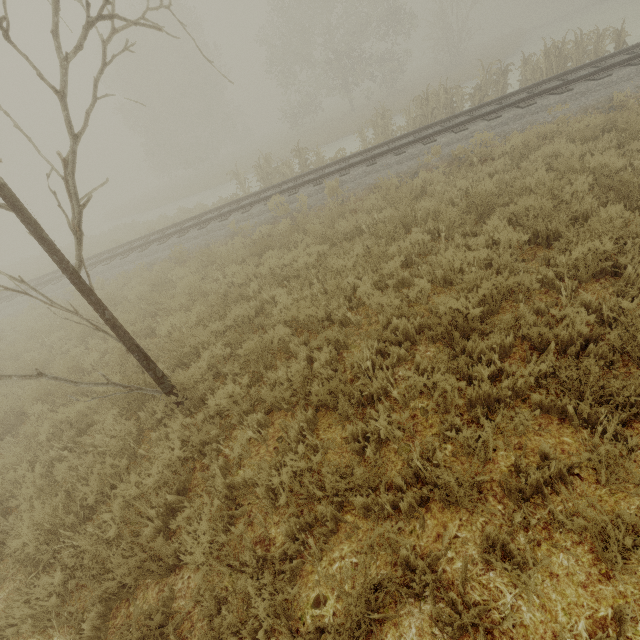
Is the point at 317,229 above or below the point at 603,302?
above

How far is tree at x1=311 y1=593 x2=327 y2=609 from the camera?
2.68m

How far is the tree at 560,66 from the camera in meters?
12.1 m

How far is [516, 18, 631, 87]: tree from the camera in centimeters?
1209cm

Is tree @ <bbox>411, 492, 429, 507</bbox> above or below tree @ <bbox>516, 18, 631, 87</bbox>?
below

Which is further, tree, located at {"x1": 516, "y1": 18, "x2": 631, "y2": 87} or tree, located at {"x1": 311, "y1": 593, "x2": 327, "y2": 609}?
tree, located at {"x1": 516, "y1": 18, "x2": 631, "y2": 87}

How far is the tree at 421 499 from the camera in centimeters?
288cm
